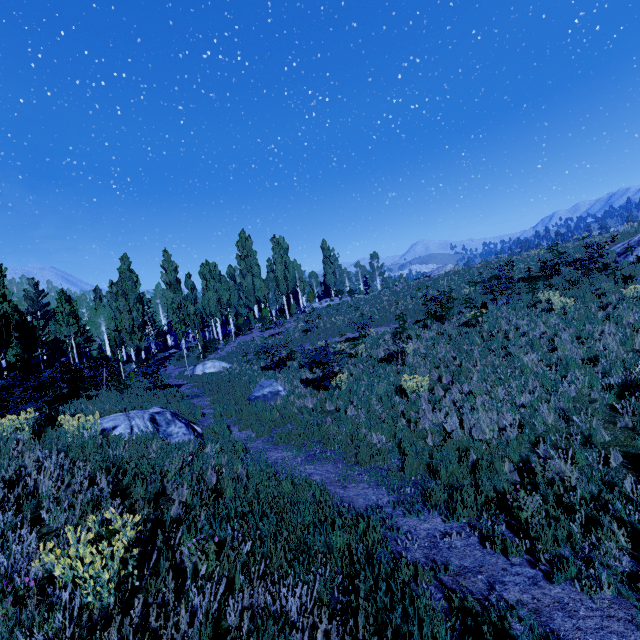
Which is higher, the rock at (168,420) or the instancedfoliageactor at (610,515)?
the rock at (168,420)

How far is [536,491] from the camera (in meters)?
5.10

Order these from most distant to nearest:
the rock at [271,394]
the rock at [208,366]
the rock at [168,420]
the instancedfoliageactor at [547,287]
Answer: the rock at [208,366] < the rock at [271,394] < the rock at [168,420] < the instancedfoliageactor at [547,287]

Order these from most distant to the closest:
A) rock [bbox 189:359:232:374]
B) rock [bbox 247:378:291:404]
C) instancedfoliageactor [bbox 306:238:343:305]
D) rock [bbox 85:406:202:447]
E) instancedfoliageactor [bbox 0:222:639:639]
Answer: instancedfoliageactor [bbox 306:238:343:305], rock [bbox 189:359:232:374], rock [bbox 247:378:291:404], rock [bbox 85:406:202:447], instancedfoliageactor [bbox 0:222:639:639]

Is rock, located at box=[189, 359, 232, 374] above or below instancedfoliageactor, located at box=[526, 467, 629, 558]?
above

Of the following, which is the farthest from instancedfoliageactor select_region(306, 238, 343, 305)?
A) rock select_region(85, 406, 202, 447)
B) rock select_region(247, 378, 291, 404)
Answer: rock select_region(247, 378, 291, 404)

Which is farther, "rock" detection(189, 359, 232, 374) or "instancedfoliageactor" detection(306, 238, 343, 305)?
"instancedfoliageactor" detection(306, 238, 343, 305)
